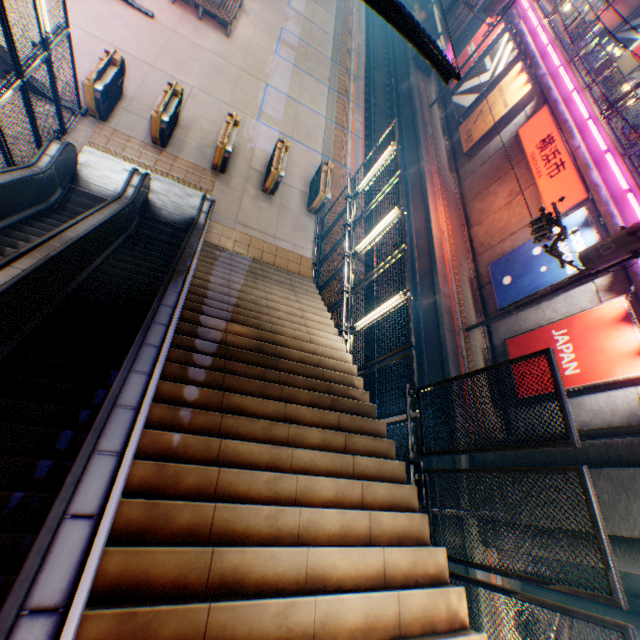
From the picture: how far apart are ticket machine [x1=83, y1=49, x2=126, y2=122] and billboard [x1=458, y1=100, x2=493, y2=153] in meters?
18.3 m

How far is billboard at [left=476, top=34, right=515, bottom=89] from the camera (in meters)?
19.06

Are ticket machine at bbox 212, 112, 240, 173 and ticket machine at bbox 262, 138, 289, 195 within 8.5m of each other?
yes

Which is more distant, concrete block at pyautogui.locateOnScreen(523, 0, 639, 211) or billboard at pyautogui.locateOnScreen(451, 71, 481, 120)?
billboard at pyautogui.locateOnScreen(451, 71, 481, 120)

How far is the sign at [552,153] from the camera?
13.87m

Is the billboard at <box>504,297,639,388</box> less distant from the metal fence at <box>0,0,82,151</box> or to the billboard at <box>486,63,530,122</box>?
the metal fence at <box>0,0,82,151</box>

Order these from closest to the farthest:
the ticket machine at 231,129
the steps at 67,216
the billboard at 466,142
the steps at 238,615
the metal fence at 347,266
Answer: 1. the steps at 238,615
2. the steps at 67,216
3. the metal fence at 347,266
4. the ticket machine at 231,129
5. the billboard at 466,142

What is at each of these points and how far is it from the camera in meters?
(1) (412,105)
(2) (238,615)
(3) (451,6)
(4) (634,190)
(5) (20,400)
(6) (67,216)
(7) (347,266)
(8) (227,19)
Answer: (1) railway, 23.7 m
(2) steps, 2.8 m
(3) overpass support, 23.2 m
(4) concrete block, 12.2 m
(5) steps, 4.2 m
(6) steps, 8.8 m
(7) metal fence, 9.9 m
(8) bench, 15.3 m
